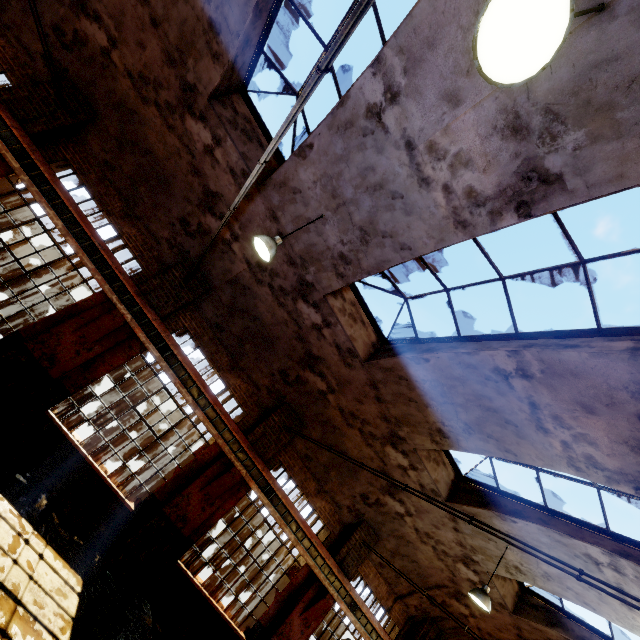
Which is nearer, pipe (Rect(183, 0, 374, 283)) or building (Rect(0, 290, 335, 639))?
pipe (Rect(183, 0, 374, 283))

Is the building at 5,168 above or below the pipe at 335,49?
below

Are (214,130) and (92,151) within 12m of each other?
yes

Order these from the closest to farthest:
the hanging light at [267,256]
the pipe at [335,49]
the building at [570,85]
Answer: the pipe at [335,49], the building at [570,85], the hanging light at [267,256]

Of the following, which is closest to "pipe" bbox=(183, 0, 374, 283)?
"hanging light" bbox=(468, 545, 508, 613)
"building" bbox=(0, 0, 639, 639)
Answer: "building" bbox=(0, 0, 639, 639)

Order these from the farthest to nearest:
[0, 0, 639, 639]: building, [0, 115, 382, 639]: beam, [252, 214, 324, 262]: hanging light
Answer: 1. [0, 115, 382, 639]: beam
2. [252, 214, 324, 262]: hanging light
3. [0, 0, 639, 639]: building

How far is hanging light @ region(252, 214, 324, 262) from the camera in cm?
584

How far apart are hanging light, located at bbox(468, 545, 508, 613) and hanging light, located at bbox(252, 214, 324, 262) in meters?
9.5 m
